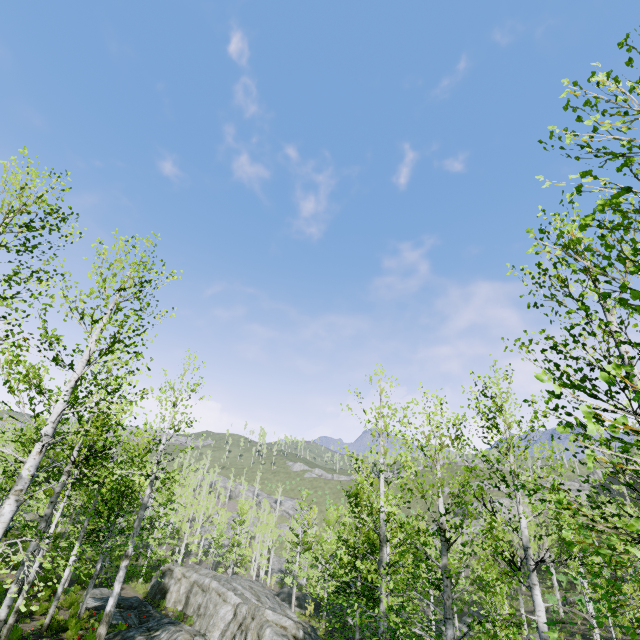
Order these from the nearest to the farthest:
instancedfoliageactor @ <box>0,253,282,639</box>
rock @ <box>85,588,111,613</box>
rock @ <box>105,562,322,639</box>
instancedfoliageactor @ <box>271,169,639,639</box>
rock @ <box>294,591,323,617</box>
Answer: instancedfoliageactor @ <box>271,169,639,639</box>, instancedfoliageactor @ <box>0,253,282,639</box>, rock @ <box>105,562,322,639</box>, rock @ <box>85,588,111,613</box>, rock @ <box>294,591,323,617</box>

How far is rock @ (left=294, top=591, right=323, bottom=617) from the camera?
30.6 meters

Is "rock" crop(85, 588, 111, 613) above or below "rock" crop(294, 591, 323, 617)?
above

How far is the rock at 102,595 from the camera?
19.0 meters

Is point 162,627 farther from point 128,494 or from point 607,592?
point 607,592

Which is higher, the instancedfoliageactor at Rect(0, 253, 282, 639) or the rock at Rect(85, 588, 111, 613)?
the instancedfoliageactor at Rect(0, 253, 282, 639)
